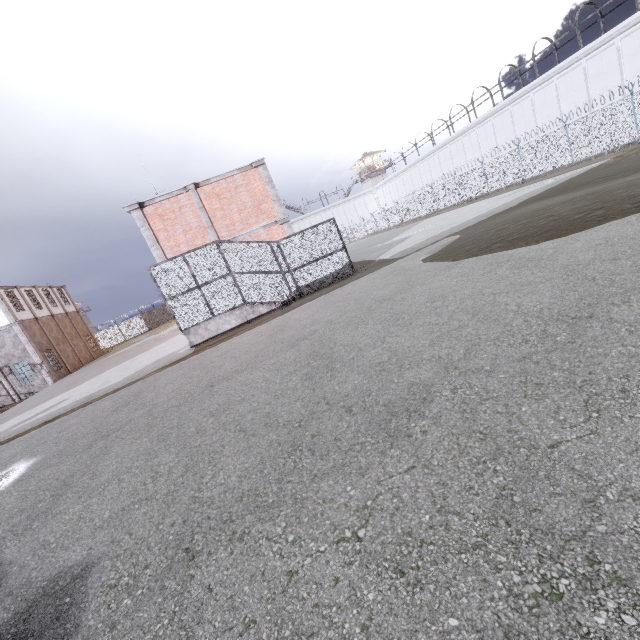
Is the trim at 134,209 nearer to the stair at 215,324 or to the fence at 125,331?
the stair at 215,324

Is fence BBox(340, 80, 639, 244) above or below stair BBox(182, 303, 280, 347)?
above

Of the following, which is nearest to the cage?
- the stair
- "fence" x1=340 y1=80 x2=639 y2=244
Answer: the stair

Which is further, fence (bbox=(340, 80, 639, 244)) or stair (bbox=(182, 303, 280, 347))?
fence (bbox=(340, 80, 639, 244))

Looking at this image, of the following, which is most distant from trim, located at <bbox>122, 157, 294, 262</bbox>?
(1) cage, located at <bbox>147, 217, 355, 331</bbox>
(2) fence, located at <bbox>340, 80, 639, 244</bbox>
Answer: (2) fence, located at <bbox>340, 80, 639, 244</bbox>

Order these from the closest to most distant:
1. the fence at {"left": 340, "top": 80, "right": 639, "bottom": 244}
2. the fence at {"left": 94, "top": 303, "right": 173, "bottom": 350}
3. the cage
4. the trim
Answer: the cage → the trim → the fence at {"left": 340, "top": 80, "right": 639, "bottom": 244} → the fence at {"left": 94, "top": 303, "right": 173, "bottom": 350}

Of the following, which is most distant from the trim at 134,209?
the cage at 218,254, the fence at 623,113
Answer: the fence at 623,113

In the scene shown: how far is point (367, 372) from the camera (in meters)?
4.62
